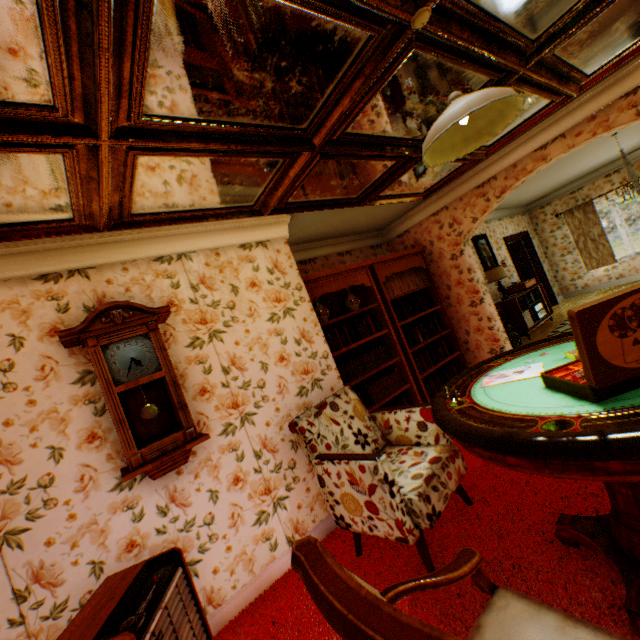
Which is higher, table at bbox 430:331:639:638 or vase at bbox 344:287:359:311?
vase at bbox 344:287:359:311

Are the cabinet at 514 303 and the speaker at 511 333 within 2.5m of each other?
yes

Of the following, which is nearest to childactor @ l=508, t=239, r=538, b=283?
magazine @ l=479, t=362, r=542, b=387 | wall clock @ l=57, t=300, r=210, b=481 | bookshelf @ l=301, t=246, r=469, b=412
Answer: bookshelf @ l=301, t=246, r=469, b=412

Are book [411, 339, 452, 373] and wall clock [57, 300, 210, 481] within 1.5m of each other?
no

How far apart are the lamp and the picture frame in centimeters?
31cm

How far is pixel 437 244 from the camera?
5.35m

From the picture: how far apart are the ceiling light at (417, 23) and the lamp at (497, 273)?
6.5m

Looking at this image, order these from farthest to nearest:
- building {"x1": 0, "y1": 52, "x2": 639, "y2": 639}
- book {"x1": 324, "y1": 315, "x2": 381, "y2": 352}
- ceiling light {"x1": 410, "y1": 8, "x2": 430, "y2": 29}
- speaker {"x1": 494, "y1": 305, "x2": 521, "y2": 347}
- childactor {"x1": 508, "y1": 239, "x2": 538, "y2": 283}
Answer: childactor {"x1": 508, "y1": 239, "x2": 538, "y2": 283}
speaker {"x1": 494, "y1": 305, "x2": 521, "y2": 347}
book {"x1": 324, "y1": 315, "x2": 381, "y2": 352}
building {"x1": 0, "y1": 52, "x2": 639, "y2": 639}
ceiling light {"x1": 410, "y1": 8, "x2": 430, "y2": 29}
